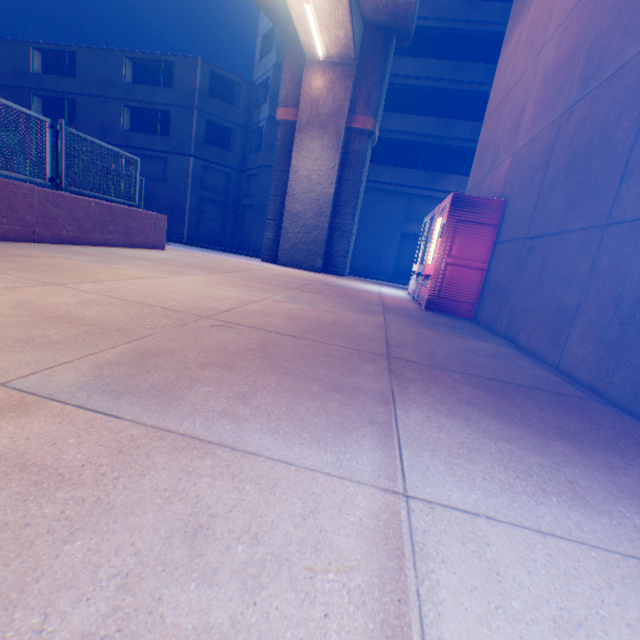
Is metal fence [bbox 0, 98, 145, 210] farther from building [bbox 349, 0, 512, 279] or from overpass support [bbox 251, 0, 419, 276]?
building [bbox 349, 0, 512, 279]

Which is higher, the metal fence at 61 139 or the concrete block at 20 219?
the metal fence at 61 139

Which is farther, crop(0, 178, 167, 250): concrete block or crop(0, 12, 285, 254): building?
crop(0, 12, 285, 254): building

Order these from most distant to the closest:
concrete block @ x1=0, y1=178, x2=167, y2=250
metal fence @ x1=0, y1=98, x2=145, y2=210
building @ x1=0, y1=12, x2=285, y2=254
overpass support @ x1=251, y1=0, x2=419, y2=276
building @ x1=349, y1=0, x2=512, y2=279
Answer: building @ x1=0, y1=12, x2=285, y2=254, building @ x1=349, y1=0, x2=512, y2=279, overpass support @ x1=251, y1=0, x2=419, y2=276, metal fence @ x1=0, y1=98, x2=145, y2=210, concrete block @ x1=0, y1=178, x2=167, y2=250

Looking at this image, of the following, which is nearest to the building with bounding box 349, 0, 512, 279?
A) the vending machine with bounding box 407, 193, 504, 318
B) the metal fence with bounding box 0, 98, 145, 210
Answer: the metal fence with bounding box 0, 98, 145, 210

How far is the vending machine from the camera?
5.3m

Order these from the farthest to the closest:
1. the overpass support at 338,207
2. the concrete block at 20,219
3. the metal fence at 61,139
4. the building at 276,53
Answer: the building at 276,53
the overpass support at 338,207
the metal fence at 61,139
the concrete block at 20,219

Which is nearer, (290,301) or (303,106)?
(290,301)
